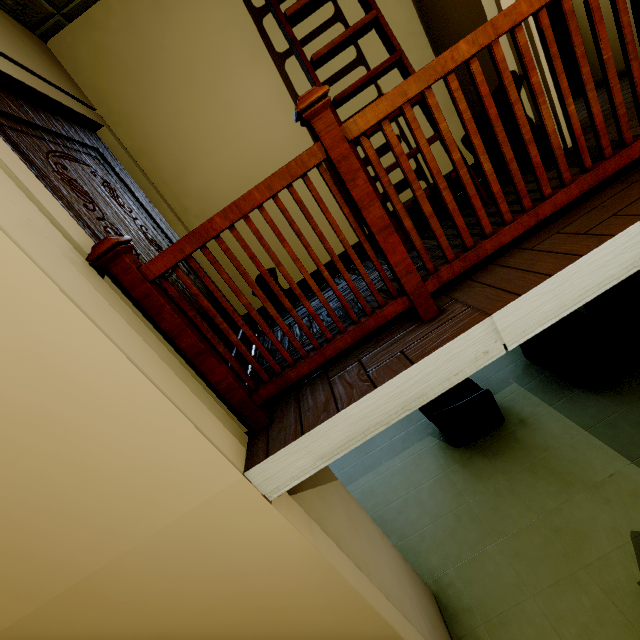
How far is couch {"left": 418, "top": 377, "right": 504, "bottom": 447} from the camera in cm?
404

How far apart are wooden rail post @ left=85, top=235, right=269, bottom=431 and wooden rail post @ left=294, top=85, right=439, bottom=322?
0.86m

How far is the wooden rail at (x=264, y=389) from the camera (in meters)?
1.31

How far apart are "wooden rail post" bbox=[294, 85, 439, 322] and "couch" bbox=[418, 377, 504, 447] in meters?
2.9

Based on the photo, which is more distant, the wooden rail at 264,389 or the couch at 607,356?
the couch at 607,356

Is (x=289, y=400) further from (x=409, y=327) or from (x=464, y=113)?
(x=464, y=113)

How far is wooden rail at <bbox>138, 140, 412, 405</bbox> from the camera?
1.31m

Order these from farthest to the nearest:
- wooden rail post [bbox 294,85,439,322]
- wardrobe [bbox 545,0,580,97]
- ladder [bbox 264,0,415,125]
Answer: wardrobe [bbox 545,0,580,97]
ladder [bbox 264,0,415,125]
wooden rail post [bbox 294,85,439,322]
